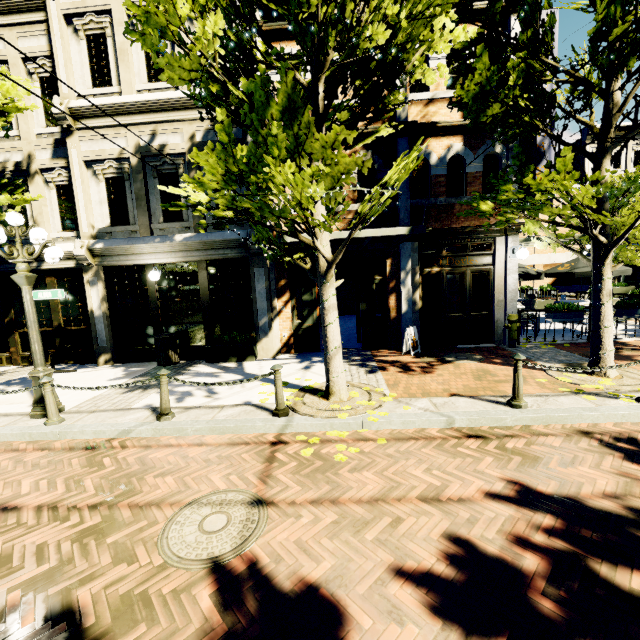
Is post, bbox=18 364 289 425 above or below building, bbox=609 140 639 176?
below

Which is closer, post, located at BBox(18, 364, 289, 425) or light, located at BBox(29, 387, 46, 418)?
post, located at BBox(18, 364, 289, 425)

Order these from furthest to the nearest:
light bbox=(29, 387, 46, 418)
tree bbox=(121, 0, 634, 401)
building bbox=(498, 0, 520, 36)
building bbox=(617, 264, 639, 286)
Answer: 1. building bbox=(617, 264, 639, 286)
2. building bbox=(498, 0, 520, 36)
3. light bbox=(29, 387, 46, 418)
4. tree bbox=(121, 0, 634, 401)

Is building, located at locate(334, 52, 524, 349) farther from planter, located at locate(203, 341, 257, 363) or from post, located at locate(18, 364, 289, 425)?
post, located at locate(18, 364, 289, 425)

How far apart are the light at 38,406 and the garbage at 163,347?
2.9m

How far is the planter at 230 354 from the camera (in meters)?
9.12

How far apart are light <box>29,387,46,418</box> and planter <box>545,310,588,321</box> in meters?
11.6 m

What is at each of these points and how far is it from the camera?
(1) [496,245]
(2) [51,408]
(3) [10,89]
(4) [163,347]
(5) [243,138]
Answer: (1) building, 9.24m
(2) post, 5.52m
(3) tree, 7.32m
(4) garbage, 9.02m
(5) building, 8.78m
